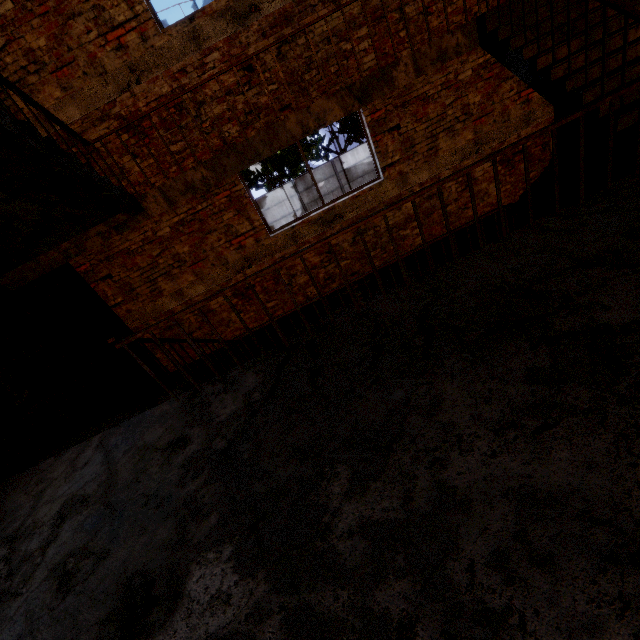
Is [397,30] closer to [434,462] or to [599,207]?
[599,207]

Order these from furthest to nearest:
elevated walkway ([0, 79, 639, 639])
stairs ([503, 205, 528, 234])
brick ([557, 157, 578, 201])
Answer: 1. brick ([557, 157, 578, 201])
2. stairs ([503, 205, 528, 234])
3. elevated walkway ([0, 79, 639, 639])

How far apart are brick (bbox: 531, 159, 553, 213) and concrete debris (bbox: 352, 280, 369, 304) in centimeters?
346cm

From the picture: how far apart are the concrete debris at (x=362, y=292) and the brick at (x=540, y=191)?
3.5m

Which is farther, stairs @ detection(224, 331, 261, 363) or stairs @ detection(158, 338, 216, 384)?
stairs @ detection(224, 331, 261, 363)

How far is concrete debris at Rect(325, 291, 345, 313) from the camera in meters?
6.7 m
